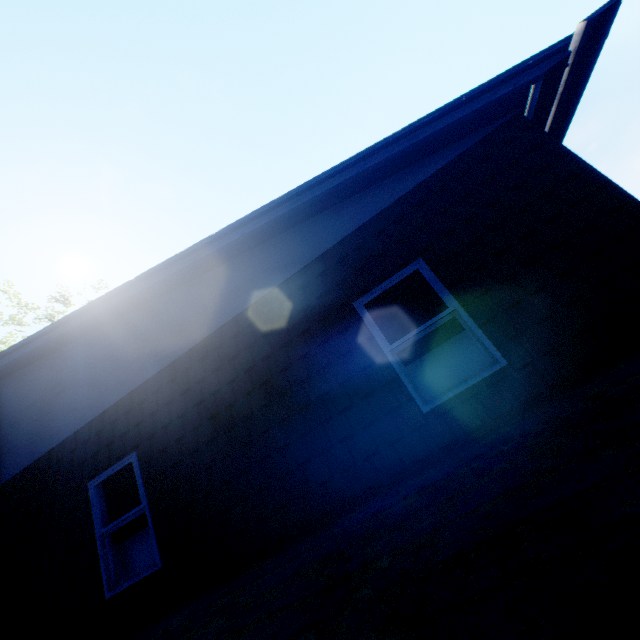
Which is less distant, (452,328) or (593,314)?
(593,314)
